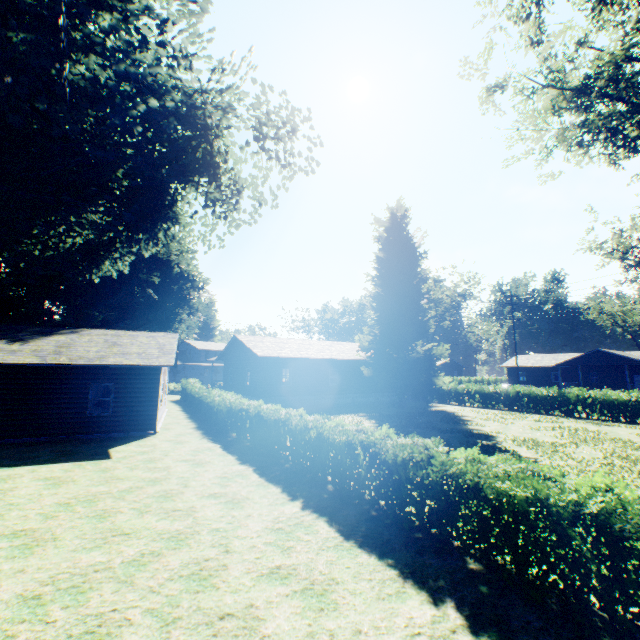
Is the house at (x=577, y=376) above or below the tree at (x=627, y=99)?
below

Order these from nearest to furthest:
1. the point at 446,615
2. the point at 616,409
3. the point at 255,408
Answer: the point at 446,615 → the point at 255,408 → the point at 616,409

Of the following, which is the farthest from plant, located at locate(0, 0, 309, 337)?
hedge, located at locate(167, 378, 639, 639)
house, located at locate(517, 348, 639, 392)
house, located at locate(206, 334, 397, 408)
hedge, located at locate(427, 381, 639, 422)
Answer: house, located at locate(517, 348, 639, 392)

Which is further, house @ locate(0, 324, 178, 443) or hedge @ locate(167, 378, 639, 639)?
house @ locate(0, 324, 178, 443)

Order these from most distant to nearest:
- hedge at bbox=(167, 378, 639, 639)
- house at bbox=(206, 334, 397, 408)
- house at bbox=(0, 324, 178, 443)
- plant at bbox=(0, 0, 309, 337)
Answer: house at bbox=(206, 334, 397, 408)
house at bbox=(0, 324, 178, 443)
plant at bbox=(0, 0, 309, 337)
hedge at bbox=(167, 378, 639, 639)

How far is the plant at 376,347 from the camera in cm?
2883

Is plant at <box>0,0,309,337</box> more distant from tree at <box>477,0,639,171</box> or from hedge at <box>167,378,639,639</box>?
hedge at <box>167,378,639,639</box>

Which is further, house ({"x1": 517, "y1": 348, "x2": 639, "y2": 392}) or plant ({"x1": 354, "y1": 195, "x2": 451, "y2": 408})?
house ({"x1": 517, "y1": 348, "x2": 639, "y2": 392})
